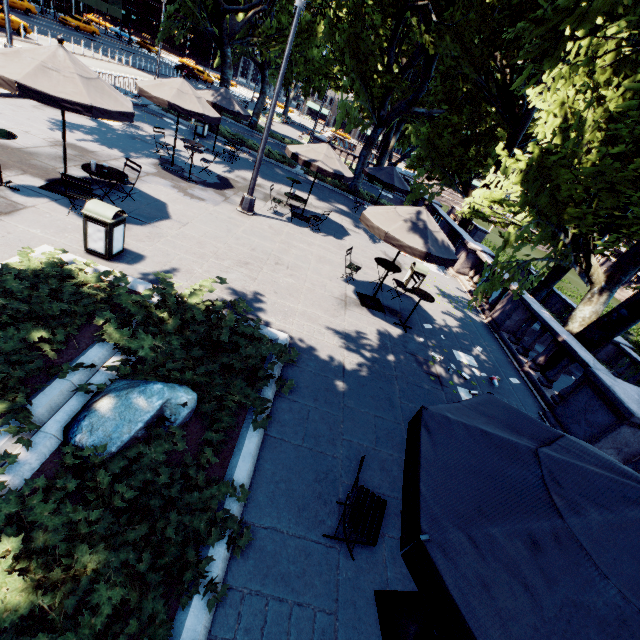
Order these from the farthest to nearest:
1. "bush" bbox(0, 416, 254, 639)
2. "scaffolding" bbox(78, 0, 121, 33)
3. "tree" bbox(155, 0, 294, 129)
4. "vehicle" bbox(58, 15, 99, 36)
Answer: "scaffolding" bbox(78, 0, 121, 33) → "vehicle" bbox(58, 15, 99, 36) → "tree" bbox(155, 0, 294, 129) → "bush" bbox(0, 416, 254, 639)

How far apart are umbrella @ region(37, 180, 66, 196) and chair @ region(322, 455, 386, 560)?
9.0 meters

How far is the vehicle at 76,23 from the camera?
39.1m

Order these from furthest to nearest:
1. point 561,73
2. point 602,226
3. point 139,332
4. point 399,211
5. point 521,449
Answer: point 602,226, point 399,211, point 561,73, point 139,332, point 521,449

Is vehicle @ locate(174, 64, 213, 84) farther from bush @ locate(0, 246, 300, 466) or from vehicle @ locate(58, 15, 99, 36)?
bush @ locate(0, 246, 300, 466)

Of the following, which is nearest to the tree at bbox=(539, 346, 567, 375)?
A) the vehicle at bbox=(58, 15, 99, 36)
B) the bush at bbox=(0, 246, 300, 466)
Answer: the bush at bbox=(0, 246, 300, 466)

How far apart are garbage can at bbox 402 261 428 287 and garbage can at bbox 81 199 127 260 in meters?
8.6 m

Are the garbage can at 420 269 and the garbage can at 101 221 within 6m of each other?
no
